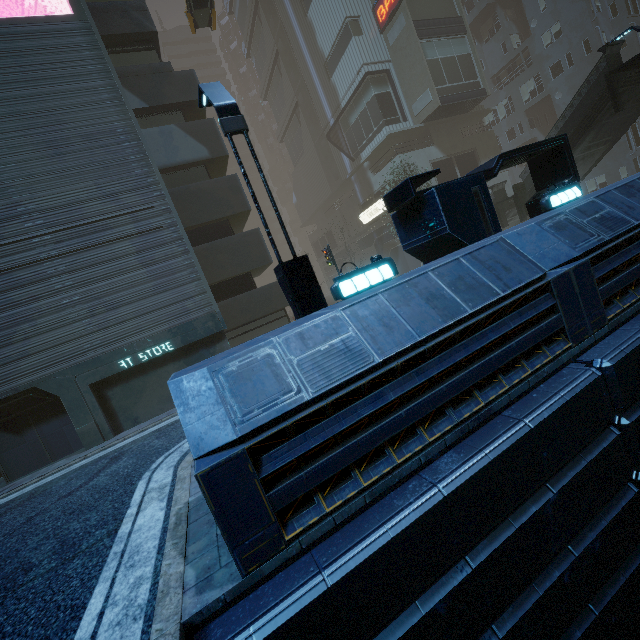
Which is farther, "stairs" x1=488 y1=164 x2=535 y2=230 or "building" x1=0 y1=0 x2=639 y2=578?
"stairs" x1=488 y1=164 x2=535 y2=230

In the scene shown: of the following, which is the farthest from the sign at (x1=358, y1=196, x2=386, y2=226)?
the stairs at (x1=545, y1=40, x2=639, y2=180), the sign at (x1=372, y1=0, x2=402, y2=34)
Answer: the sign at (x1=372, y1=0, x2=402, y2=34)

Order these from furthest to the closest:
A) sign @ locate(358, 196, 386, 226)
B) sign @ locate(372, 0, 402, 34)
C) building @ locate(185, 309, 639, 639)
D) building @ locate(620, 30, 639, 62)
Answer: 1. building @ locate(620, 30, 639, 62)
2. sign @ locate(358, 196, 386, 226)
3. sign @ locate(372, 0, 402, 34)
4. building @ locate(185, 309, 639, 639)

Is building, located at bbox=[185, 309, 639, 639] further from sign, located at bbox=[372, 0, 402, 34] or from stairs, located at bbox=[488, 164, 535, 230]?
stairs, located at bbox=[488, 164, 535, 230]

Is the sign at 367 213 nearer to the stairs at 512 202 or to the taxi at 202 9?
the stairs at 512 202

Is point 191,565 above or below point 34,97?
below

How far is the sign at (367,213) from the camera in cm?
3017

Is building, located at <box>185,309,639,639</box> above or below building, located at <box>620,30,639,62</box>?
below
